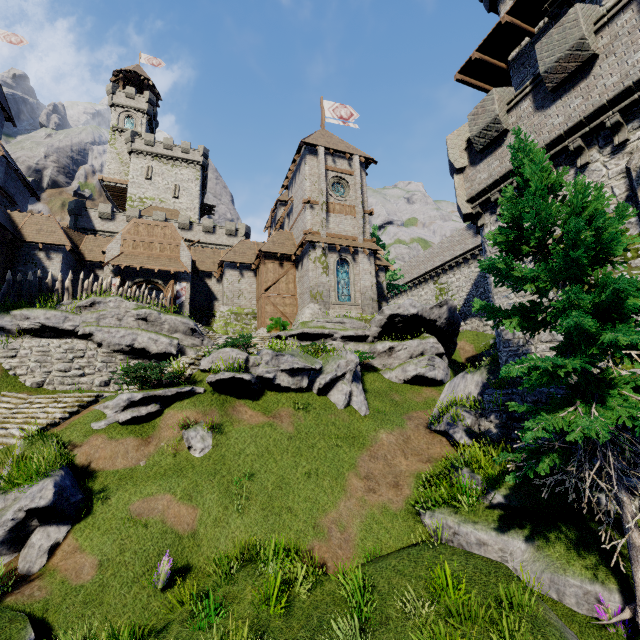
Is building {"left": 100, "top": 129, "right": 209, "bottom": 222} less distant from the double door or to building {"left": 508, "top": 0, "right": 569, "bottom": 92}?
the double door

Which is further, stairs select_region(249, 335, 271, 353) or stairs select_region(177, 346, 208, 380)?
stairs select_region(249, 335, 271, 353)

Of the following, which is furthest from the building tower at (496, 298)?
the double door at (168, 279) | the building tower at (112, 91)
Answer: the building tower at (112, 91)

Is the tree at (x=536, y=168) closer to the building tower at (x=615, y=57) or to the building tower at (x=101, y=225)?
the building tower at (x=615, y=57)

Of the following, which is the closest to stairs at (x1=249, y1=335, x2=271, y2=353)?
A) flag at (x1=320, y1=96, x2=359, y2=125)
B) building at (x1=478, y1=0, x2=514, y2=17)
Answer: building at (x1=478, y1=0, x2=514, y2=17)

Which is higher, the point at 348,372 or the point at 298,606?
the point at 348,372

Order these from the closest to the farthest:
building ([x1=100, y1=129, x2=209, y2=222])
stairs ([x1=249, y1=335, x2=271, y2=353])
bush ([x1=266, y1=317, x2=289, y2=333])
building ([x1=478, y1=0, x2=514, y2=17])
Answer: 1. building ([x1=478, y1=0, x2=514, y2=17])
2. stairs ([x1=249, y1=335, x2=271, y2=353])
3. bush ([x1=266, y1=317, x2=289, y2=333])
4. building ([x1=100, y1=129, x2=209, y2=222])

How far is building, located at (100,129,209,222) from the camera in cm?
4725
